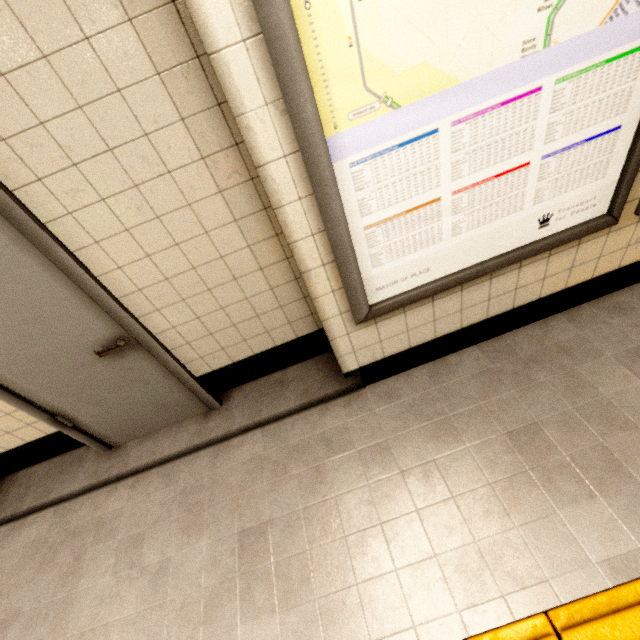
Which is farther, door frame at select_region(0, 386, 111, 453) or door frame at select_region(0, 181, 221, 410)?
door frame at select_region(0, 386, 111, 453)

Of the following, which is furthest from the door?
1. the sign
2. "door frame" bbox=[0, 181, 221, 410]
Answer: the sign

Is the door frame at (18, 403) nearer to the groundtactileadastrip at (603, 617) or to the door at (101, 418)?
the door at (101, 418)

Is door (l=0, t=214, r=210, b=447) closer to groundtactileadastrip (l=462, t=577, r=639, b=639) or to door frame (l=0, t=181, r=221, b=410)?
door frame (l=0, t=181, r=221, b=410)

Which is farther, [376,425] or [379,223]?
[376,425]

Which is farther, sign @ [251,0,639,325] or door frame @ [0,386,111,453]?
door frame @ [0,386,111,453]

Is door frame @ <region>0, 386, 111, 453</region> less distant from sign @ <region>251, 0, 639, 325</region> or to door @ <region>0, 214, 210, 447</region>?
door @ <region>0, 214, 210, 447</region>

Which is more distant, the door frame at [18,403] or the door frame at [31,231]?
the door frame at [18,403]
